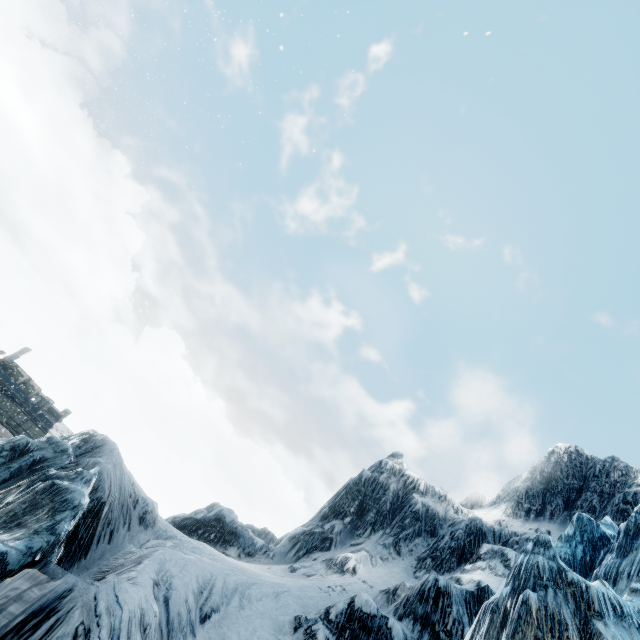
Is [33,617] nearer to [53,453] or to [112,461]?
[53,453]
